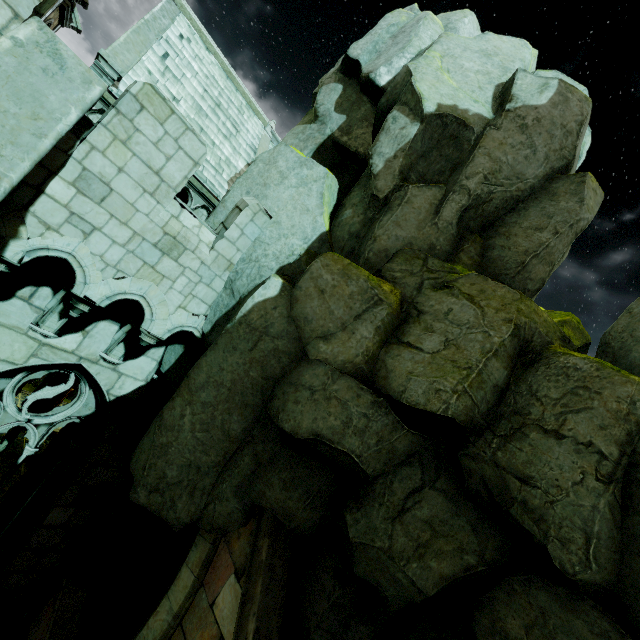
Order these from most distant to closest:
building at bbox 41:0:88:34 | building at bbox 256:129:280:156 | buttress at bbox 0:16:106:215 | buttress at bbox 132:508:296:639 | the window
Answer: building at bbox 256:129:280:156, building at bbox 41:0:88:34, the window, buttress at bbox 132:508:296:639, buttress at bbox 0:16:106:215

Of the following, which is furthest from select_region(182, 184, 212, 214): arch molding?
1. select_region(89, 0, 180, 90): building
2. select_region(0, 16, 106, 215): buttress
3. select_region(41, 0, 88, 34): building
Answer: select_region(0, 16, 106, 215): buttress

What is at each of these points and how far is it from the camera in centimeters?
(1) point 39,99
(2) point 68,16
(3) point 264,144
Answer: (1) buttress, 365cm
(2) building, 1661cm
(3) building, 1692cm

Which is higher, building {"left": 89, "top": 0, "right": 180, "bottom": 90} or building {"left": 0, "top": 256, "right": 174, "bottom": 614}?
building {"left": 89, "top": 0, "right": 180, "bottom": 90}

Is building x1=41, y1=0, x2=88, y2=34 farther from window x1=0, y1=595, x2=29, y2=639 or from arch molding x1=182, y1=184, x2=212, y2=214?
window x1=0, y1=595, x2=29, y2=639

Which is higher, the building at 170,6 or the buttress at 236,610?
the building at 170,6

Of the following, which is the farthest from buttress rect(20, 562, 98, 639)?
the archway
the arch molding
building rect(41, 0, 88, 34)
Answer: the arch molding

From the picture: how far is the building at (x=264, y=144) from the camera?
16.3m
